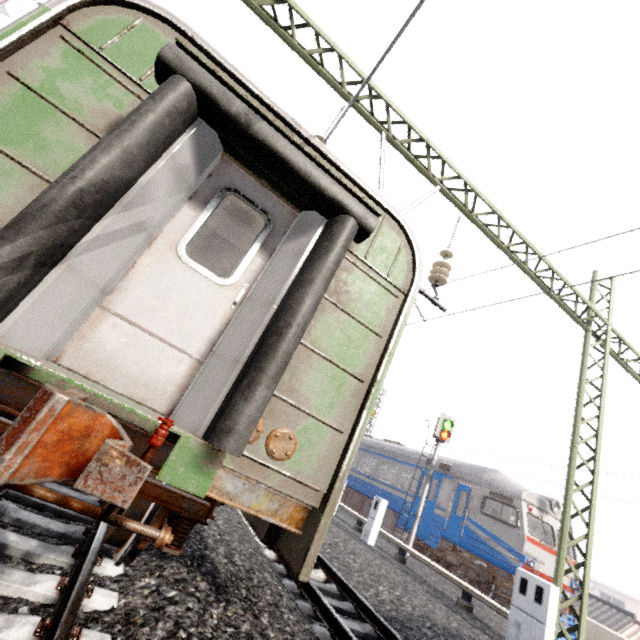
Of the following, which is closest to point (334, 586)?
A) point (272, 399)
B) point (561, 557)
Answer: point (272, 399)

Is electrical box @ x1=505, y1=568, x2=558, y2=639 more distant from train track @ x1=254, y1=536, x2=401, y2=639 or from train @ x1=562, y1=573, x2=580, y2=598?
train @ x1=562, y1=573, x2=580, y2=598

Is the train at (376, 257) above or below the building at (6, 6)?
below

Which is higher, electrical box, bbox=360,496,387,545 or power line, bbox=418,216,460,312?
power line, bbox=418,216,460,312

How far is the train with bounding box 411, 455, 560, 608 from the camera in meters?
11.1

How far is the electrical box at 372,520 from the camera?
10.8m

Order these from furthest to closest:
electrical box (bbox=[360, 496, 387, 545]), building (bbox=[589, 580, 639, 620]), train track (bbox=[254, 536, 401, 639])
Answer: building (bbox=[589, 580, 639, 620]) < electrical box (bbox=[360, 496, 387, 545]) < train track (bbox=[254, 536, 401, 639])

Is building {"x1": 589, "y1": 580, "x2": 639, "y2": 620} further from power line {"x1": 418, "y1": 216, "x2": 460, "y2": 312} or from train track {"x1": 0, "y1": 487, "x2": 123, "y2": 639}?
train track {"x1": 0, "y1": 487, "x2": 123, "y2": 639}
